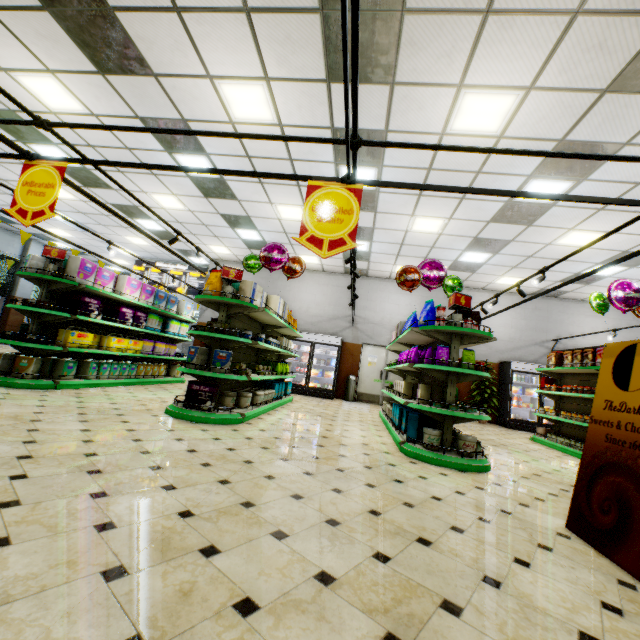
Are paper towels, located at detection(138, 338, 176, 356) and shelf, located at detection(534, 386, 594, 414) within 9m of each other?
no

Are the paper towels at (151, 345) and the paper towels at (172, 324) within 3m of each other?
yes

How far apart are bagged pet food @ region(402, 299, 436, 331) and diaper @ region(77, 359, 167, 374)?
6.5m

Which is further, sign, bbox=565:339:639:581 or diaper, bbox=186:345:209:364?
diaper, bbox=186:345:209:364

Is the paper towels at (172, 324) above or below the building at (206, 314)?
below

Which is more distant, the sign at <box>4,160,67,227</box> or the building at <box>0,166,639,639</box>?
the sign at <box>4,160,67,227</box>

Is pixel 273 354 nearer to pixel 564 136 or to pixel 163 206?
pixel 163 206

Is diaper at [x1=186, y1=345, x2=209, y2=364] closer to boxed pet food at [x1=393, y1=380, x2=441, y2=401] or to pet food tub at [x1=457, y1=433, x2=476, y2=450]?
boxed pet food at [x1=393, y1=380, x2=441, y2=401]
